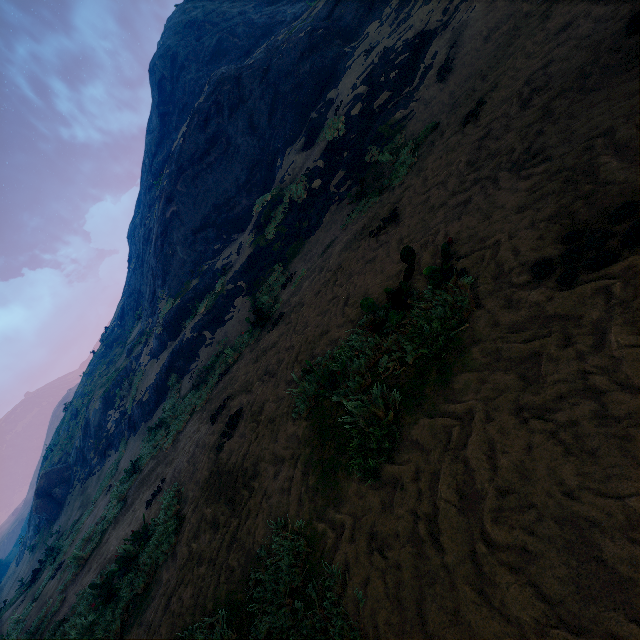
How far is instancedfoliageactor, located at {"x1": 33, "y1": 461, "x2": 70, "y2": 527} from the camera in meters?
24.0 m

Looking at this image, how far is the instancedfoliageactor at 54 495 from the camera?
24.0m

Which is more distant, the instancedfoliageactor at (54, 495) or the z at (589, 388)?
the instancedfoliageactor at (54, 495)

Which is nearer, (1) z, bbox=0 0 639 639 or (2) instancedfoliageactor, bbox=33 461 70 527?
(1) z, bbox=0 0 639 639

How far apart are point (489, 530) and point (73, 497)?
30.4 meters
